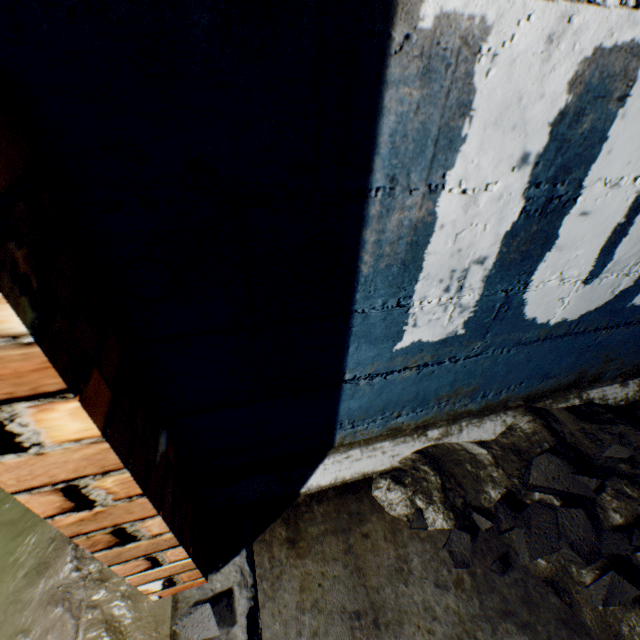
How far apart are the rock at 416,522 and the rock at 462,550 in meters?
0.1 m

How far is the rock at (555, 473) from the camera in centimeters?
135cm

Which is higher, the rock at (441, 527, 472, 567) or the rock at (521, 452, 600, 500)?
the rock at (521, 452, 600, 500)

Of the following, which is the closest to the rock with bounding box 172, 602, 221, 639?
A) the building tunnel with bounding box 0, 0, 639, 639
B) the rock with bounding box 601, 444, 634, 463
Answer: the building tunnel with bounding box 0, 0, 639, 639

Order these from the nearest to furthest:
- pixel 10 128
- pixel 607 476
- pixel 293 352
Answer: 1. pixel 10 128
2. pixel 293 352
3. pixel 607 476

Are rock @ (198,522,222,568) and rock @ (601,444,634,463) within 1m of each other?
no

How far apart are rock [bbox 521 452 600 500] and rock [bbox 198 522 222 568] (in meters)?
0.89

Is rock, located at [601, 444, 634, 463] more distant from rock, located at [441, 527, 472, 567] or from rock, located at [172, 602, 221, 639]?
rock, located at [172, 602, 221, 639]
